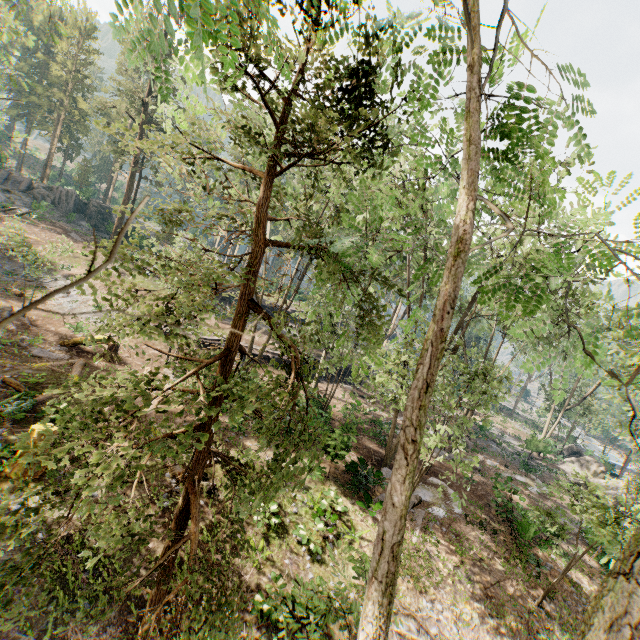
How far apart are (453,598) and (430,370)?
15.94m

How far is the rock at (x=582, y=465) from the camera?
28.30m

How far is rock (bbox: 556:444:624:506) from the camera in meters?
28.3

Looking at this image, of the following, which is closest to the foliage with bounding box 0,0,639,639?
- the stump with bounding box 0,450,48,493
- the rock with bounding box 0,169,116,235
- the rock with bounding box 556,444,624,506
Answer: the rock with bounding box 0,169,116,235

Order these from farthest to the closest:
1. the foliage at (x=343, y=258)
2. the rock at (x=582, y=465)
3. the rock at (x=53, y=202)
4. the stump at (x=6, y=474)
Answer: the rock at (x=53, y=202)
the rock at (x=582, y=465)
the stump at (x=6, y=474)
the foliage at (x=343, y=258)

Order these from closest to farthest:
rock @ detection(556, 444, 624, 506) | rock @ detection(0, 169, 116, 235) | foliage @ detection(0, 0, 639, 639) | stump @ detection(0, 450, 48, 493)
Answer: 1. foliage @ detection(0, 0, 639, 639)
2. stump @ detection(0, 450, 48, 493)
3. rock @ detection(556, 444, 624, 506)
4. rock @ detection(0, 169, 116, 235)

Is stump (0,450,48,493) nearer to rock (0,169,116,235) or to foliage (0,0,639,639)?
foliage (0,0,639,639)
